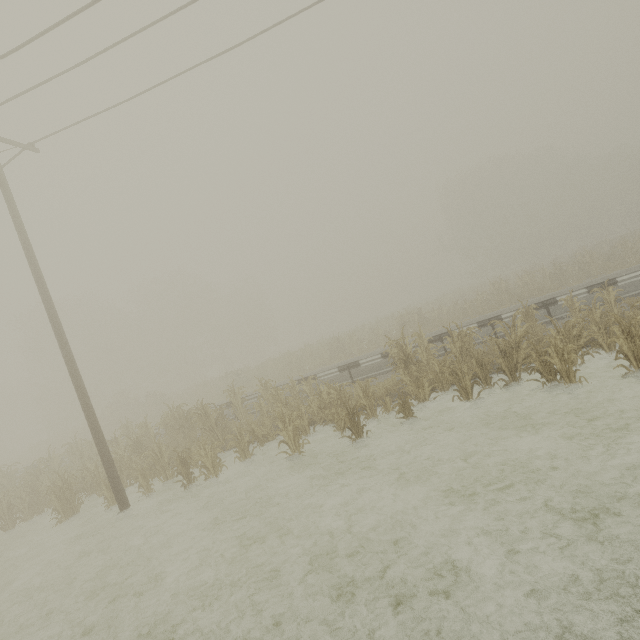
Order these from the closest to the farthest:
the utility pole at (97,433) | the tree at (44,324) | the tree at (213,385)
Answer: the tree at (213,385) < the utility pole at (97,433) < the tree at (44,324)

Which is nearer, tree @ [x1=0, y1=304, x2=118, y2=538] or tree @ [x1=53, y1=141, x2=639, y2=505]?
tree @ [x1=53, y1=141, x2=639, y2=505]

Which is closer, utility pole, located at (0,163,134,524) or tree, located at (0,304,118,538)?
utility pole, located at (0,163,134,524)

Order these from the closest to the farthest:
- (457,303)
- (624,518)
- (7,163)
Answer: (624,518)
(7,163)
(457,303)

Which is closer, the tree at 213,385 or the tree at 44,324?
the tree at 213,385

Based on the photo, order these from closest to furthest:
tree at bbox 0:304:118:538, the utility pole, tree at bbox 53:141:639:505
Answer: tree at bbox 53:141:639:505
the utility pole
tree at bbox 0:304:118:538
